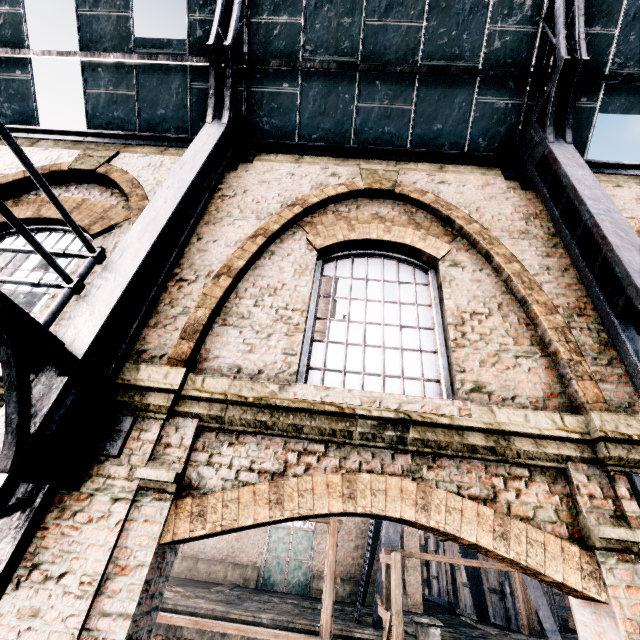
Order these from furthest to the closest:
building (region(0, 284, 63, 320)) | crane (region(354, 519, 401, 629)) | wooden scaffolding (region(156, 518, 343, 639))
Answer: crane (region(354, 519, 401, 629))
wooden scaffolding (region(156, 518, 343, 639))
building (region(0, 284, 63, 320))

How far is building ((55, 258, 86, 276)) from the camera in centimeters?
525cm

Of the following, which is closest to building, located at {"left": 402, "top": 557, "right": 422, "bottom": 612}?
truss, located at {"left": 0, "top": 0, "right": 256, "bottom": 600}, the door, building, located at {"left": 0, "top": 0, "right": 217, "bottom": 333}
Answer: the door

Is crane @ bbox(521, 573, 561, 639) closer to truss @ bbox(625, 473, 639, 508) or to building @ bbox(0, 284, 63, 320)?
building @ bbox(0, 284, 63, 320)

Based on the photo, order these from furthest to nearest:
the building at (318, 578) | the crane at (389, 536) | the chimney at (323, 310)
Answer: the chimney at (323, 310)
the building at (318, 578)
the crane at (389, 536)

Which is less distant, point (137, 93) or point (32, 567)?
point (32, 567)

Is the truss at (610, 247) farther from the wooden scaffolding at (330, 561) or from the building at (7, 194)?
the wooden scaffolding at (330, 561)

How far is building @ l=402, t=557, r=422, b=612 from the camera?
24.2 meters
